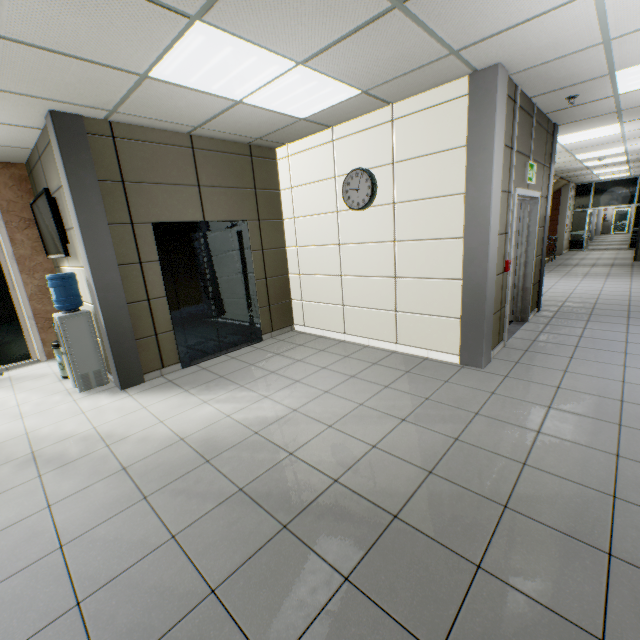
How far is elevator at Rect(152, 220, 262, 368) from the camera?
4.4 meters

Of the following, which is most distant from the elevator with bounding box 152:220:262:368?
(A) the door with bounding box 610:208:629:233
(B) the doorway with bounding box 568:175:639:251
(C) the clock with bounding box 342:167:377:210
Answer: (A) the door with bounding box 610:208:629:233

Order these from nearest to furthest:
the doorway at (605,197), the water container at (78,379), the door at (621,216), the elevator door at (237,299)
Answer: the water container at (78,379) → the elevator door at (237,299) → the doorway at (605,197) → the door at (621,216)

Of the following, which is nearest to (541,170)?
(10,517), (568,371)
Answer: (568,371)

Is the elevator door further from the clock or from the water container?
the clock

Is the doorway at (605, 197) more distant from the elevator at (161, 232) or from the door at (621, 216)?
the elevator at (161, 232)

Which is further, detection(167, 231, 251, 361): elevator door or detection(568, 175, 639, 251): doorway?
detection(568, 175, 639, 251): doorway

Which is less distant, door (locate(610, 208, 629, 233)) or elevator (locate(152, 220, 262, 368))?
elevator (locate(152, 220, 262, 368))
